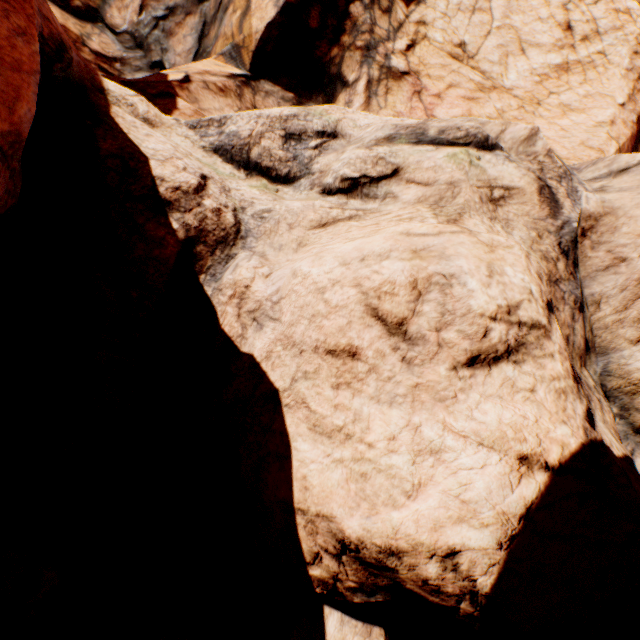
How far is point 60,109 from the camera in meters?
3.9 m
